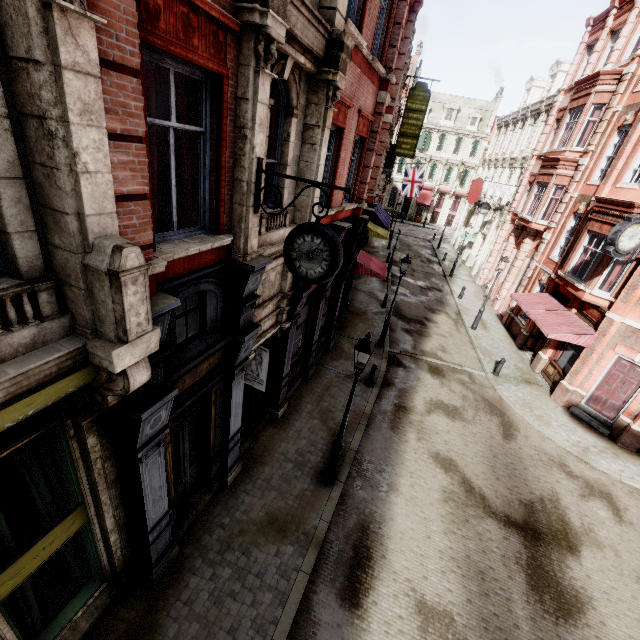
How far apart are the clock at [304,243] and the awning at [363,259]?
10.5m

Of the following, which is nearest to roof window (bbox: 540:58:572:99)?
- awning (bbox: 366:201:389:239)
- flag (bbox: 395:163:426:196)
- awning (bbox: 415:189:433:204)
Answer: flag (bbox: 395:163:426:196)

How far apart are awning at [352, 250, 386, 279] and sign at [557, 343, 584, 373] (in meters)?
9.11

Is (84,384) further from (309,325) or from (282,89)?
(309,325)

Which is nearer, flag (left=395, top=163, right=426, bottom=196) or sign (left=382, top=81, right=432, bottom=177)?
Result: sign (left=382, top=81, right=432, bottom=177)

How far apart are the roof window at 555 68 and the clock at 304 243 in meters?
32.0

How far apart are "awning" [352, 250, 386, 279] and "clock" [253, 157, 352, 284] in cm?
1053

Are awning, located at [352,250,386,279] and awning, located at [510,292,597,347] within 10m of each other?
yes
